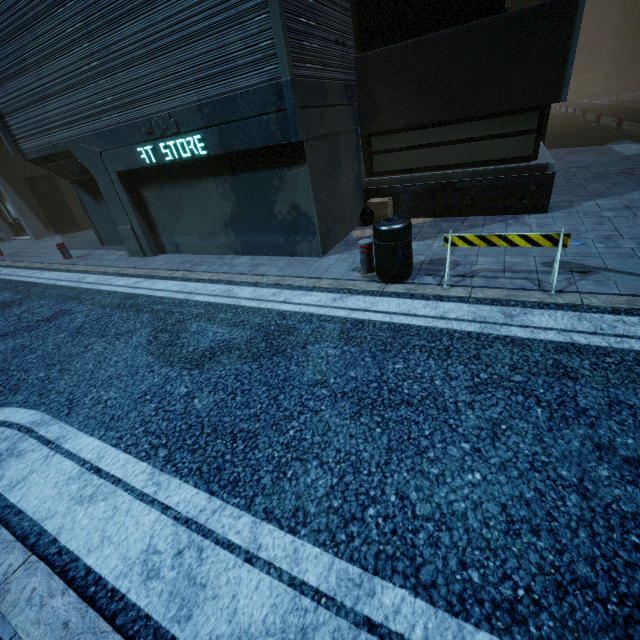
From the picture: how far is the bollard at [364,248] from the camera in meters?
5.3

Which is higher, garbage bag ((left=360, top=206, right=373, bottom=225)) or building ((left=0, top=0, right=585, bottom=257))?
building ((left=0, top=0, right=585, bottom=257))

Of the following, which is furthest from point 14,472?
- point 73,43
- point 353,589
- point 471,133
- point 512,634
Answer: point 471,133

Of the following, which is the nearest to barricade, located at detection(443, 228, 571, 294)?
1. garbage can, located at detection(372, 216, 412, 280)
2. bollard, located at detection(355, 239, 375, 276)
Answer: garbage can, located at detection(372, 216, 412, 280)

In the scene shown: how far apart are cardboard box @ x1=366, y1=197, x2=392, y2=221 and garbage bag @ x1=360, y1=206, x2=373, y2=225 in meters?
0.0 m

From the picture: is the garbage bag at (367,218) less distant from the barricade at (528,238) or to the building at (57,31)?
the building at (57,31)

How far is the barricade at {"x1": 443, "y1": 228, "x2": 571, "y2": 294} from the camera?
4.04m

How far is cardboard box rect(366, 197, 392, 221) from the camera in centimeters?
779cm
